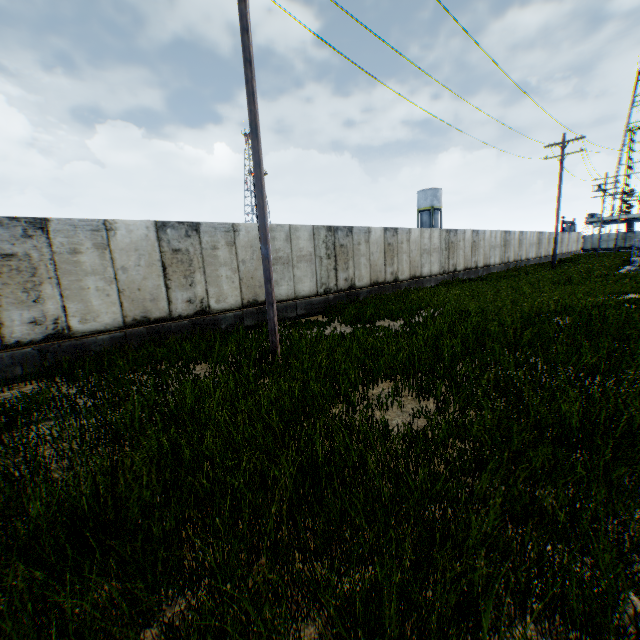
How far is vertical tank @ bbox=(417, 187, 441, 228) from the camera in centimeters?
5416cm

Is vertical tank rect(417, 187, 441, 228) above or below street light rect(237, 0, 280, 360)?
above

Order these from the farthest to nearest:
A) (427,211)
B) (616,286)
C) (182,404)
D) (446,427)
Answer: (427,211) → (616,286) → (182,404) → (446,427)

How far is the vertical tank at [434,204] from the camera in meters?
54.2 m

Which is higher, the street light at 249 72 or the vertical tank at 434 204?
the vertical tank at 434 204

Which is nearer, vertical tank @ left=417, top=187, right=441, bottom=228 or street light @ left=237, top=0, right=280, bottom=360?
street light @ left=237, top=0, right=280, bottom=360
